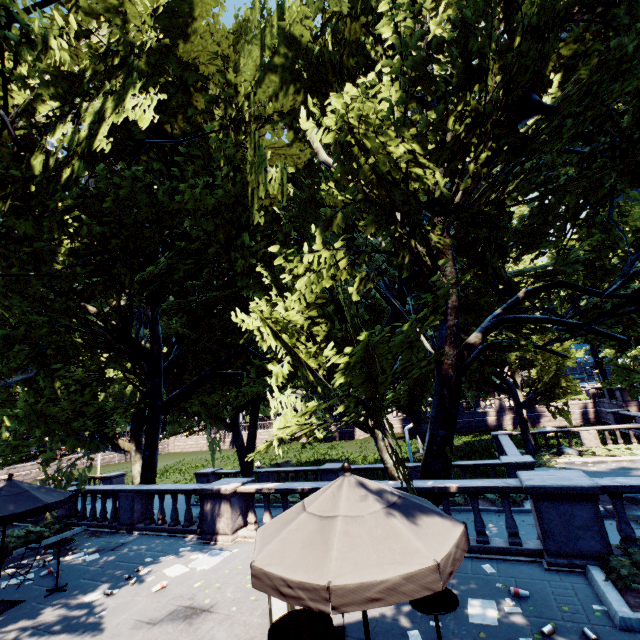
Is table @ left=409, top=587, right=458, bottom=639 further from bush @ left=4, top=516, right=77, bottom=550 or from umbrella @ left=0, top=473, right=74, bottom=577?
bush @ left=4, top=516, right=77, bottom=550

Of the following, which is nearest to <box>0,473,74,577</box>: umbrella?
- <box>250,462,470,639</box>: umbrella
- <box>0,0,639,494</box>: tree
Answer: <box>0,0,639,494</box>: tree

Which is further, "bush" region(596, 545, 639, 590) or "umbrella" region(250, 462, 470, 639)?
"bush" region(596, 545, 639, 590)

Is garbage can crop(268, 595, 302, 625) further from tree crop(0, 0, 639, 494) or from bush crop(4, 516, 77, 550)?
bush crop(4, 516, 77, 550)

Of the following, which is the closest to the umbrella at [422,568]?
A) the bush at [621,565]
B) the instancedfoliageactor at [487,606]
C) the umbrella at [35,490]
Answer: the instancedfoliageactor at [487,606]

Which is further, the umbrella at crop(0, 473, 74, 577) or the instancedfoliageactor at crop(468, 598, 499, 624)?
the umbrella at crop(0, 473, 74, 577)

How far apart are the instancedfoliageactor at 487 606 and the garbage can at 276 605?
2.95m

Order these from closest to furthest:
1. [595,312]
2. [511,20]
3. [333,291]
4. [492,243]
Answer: [511,20], [333,291], [492,243], [595,312]
